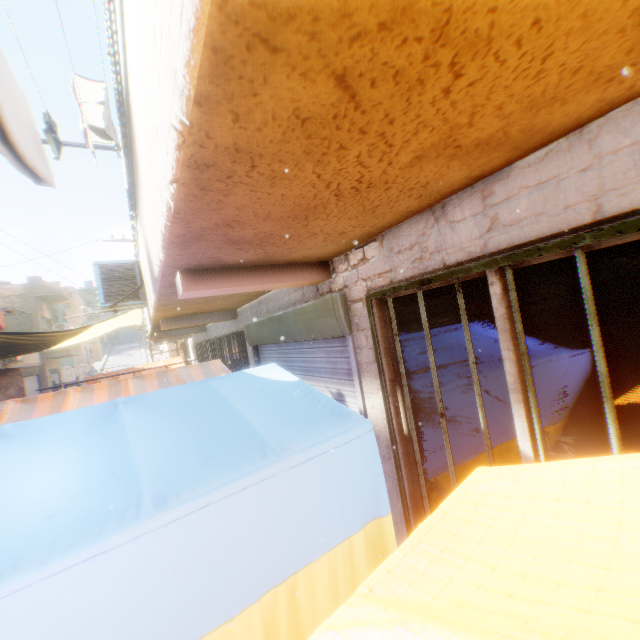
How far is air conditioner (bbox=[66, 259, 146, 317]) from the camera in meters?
5.6

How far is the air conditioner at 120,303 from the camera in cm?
558

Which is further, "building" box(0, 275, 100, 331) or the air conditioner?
"building" box(0, 275, 100, 331)

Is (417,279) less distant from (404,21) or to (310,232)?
(310,232)

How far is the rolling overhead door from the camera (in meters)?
19.72

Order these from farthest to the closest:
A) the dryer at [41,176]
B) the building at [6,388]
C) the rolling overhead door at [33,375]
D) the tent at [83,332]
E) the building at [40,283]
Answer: the building at [40,283], the rolling overhead door at [33,375], the building at [6,388], the tent at [83,332], the dryer at [41,176]

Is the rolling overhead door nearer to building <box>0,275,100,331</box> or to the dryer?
building <box>0,275,100,331</box>

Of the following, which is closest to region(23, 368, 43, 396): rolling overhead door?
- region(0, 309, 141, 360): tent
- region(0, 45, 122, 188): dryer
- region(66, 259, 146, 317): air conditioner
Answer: region(0, 309, 141, 360): tent
